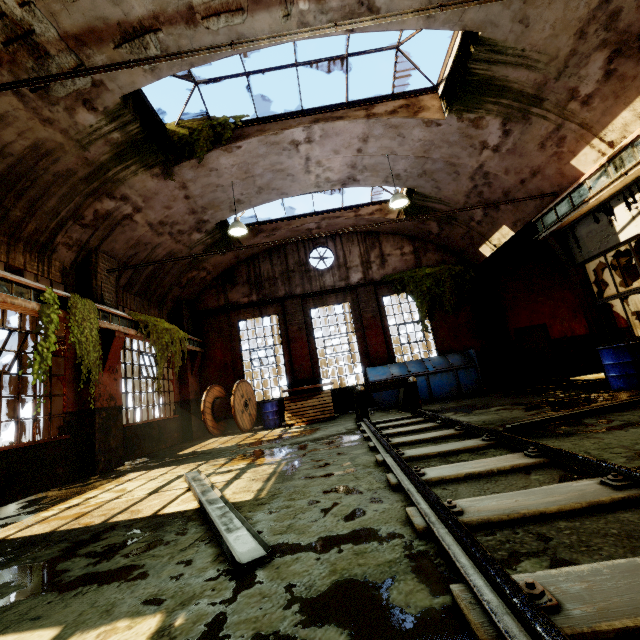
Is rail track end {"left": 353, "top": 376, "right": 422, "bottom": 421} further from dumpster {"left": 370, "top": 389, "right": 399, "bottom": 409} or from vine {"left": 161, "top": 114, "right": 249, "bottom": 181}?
vine {"left": 161, "top": 114, "right": 249, "bottom": 181}

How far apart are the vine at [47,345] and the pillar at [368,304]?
9.63m

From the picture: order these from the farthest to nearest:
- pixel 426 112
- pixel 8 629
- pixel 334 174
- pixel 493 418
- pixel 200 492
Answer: pixel 334 174 < pixel 426 112 < pixel 493 418 < pixel 200 492 < pixel 8 629

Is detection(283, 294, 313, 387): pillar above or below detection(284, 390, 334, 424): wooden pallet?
above

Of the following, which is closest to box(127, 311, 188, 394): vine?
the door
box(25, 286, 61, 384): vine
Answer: box(25, 286, 61, 384): vine

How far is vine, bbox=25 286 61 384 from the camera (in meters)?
5.79

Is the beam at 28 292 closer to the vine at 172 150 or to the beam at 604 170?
the vine at 172 150

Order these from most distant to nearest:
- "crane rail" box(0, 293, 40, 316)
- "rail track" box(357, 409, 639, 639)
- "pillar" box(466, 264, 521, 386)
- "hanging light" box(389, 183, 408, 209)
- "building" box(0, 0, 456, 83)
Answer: "pillar" box(466, 264, 521, 386), "hanging light" box(389, 183, 408, 209), "crane rail" box(0, 293, 40, 316), "building" box(0, 0, 456, 83), "rail track" box(357, 409, 639, 639)
